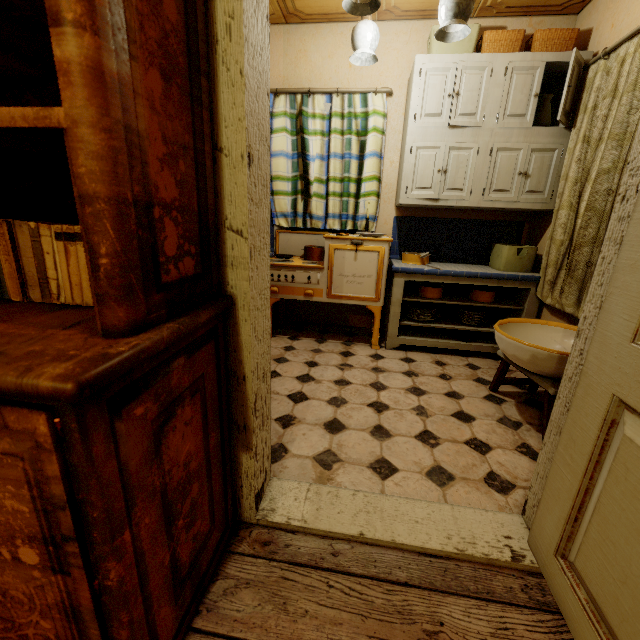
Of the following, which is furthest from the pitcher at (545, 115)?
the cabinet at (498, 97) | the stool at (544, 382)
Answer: the stool at (544, 382)

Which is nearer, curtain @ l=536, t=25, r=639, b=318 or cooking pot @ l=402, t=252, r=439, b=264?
curtain @ l=536, t=25, r=639, b=318

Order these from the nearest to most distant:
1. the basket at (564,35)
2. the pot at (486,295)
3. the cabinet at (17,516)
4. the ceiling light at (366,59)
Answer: the cabinet at (17,516)
the ceiling light at (366,59)
the basket at (564,35)
the pot at (486,295)

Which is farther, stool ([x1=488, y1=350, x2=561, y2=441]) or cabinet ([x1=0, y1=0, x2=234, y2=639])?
stool ([x1=488, y1=350, x2=561, y2=441])

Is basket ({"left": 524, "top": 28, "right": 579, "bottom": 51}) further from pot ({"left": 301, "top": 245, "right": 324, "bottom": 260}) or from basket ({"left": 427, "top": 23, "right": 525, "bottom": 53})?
pot ({"left": 301, "top": 245, "right": 324, "bottom": 260})

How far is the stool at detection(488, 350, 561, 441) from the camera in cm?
185

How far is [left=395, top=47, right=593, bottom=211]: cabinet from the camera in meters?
2.5 m

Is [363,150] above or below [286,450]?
above
